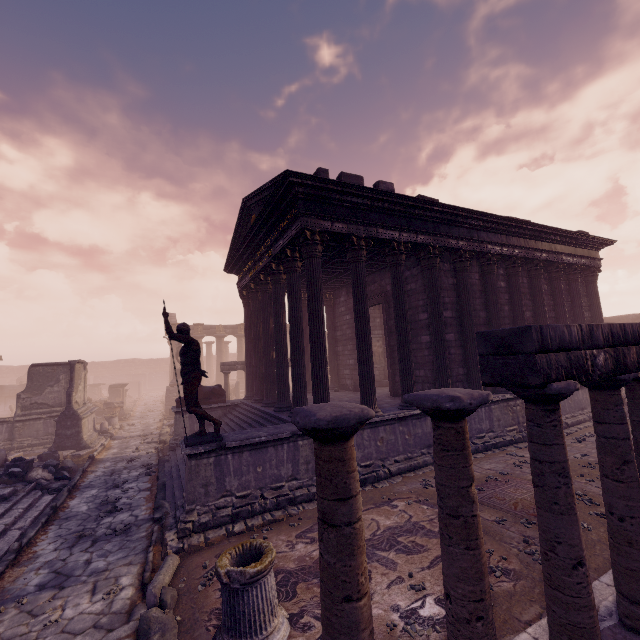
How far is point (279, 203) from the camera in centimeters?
896cm

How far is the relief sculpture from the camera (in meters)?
16.92

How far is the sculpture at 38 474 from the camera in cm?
923

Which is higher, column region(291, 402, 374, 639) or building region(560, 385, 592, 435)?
column region(291, 402, 374, 639)

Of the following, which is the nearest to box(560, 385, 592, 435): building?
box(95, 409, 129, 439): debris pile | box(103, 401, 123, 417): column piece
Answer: box(95, 409, 129, 439): debris pile

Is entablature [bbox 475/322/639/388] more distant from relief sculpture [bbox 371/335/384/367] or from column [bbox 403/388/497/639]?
relief sculpture [bbox 371/335/384/367]

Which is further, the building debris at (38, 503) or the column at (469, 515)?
the building debris at (38, 503)

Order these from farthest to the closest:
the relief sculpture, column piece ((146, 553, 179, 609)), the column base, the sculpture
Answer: the relief sculpture → the sculpture → column piece ((146, 553, 179, 609)) → the column base
